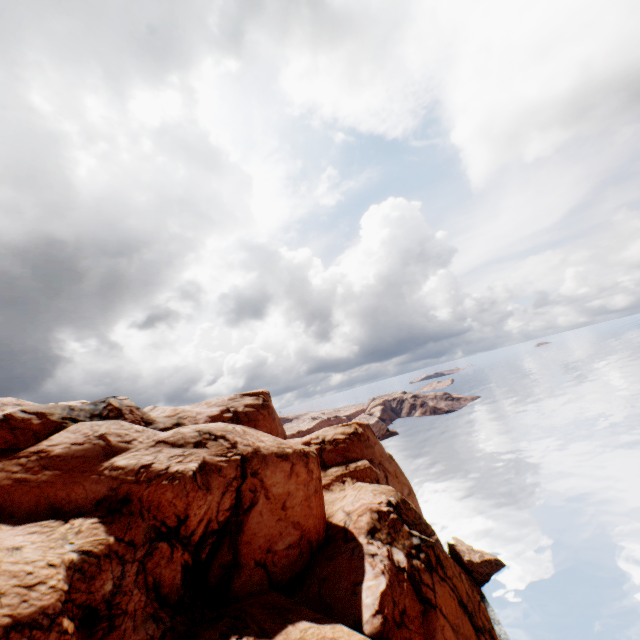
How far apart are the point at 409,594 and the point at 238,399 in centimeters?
2352cm
